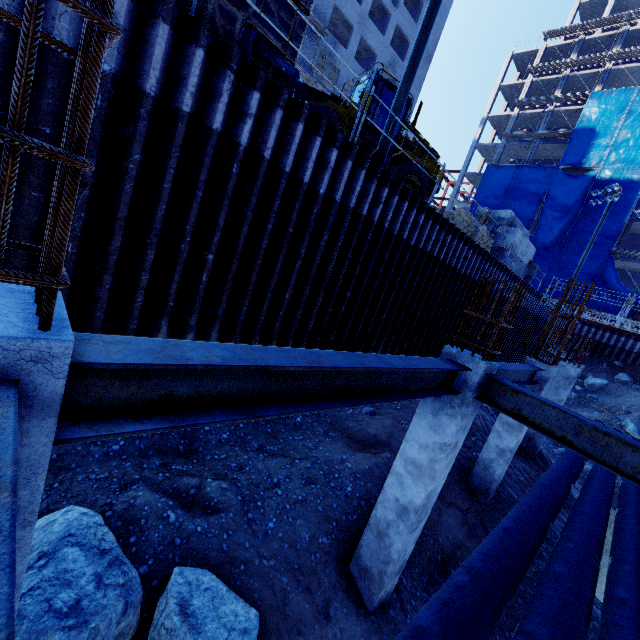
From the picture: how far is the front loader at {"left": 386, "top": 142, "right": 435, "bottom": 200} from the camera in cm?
1177

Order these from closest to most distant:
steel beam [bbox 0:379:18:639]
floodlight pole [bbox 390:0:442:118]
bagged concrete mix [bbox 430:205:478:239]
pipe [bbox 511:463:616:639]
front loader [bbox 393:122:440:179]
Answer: steel beam [bbox 0:379:18:639] → pipe [bbox 511:463:616:639] → floodlight pole [bbox 390:0:442:118] → front loader [bbox 393:122:440:179] → bagged concrete mix [bbox 430:205:478:239]

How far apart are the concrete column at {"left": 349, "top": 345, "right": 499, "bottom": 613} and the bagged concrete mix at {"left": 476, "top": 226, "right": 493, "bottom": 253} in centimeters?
1214cm

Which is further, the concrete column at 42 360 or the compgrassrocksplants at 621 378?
the compgrassrocksplants at 621 378

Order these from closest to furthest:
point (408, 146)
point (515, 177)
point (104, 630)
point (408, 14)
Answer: point (104, 630), point (408, 146), point (408, 14), point (515, 177)

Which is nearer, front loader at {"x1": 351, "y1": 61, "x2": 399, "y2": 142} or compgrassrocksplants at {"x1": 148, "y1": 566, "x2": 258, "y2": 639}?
compgrassrocksplants at {"x1": 148, "y1": 566, "x2": 258, "y2": 639}

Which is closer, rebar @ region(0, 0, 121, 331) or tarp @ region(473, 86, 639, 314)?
rebar @ region(0, 0, 121, 331)

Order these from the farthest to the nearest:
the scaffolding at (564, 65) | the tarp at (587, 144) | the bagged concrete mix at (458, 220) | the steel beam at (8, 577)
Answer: the scaffolding at (564, 65), the tarp at (587, 144), the bagged concrete mix at (458, 220), the steel beam at (8, 577)
